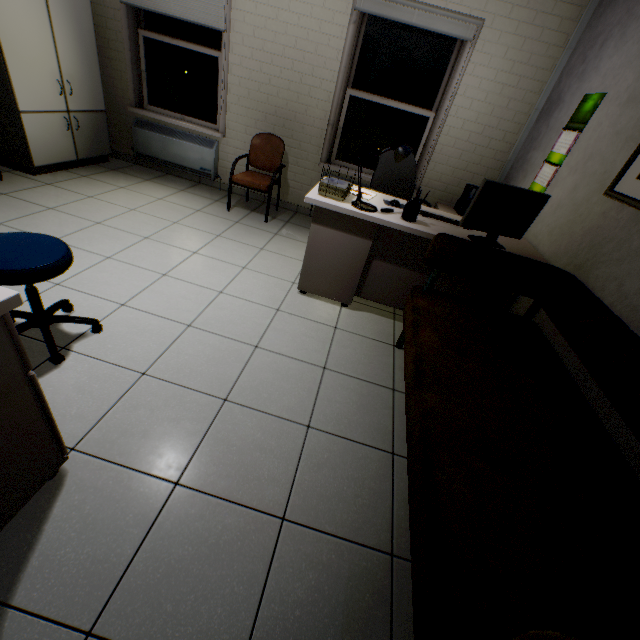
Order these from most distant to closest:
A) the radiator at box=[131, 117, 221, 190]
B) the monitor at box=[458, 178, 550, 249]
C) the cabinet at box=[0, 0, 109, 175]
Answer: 1. the radiator at box=[131, 117, 221, 190]
2. the cabinet at box=[0, 0, 109, 175]
3. the monitor at box=[458, 178, 550, 249]

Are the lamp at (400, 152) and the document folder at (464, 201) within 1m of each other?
no

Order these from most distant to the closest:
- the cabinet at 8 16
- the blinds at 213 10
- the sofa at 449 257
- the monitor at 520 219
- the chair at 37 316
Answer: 1. the blinds at 213 10
2. the cabinet at 8 16
3. the monitor at 520 219
4. the chair at 37 316
5. the sofa at 449 257

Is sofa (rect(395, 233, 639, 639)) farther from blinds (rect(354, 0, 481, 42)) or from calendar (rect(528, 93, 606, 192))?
blinds (rect(354, 0, 481, 42))

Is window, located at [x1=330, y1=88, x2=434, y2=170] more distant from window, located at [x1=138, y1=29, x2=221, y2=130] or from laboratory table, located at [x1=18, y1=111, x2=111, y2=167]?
laboratory table, located at [x1=18, y1=111, x2=111, y2=167]

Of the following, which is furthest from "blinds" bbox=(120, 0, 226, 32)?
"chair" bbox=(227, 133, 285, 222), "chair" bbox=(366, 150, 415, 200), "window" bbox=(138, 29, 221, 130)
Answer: "chair" bbox=(366, 150, 415, 200)

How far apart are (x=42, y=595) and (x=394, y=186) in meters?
3.9

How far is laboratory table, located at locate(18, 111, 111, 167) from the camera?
3.46m
